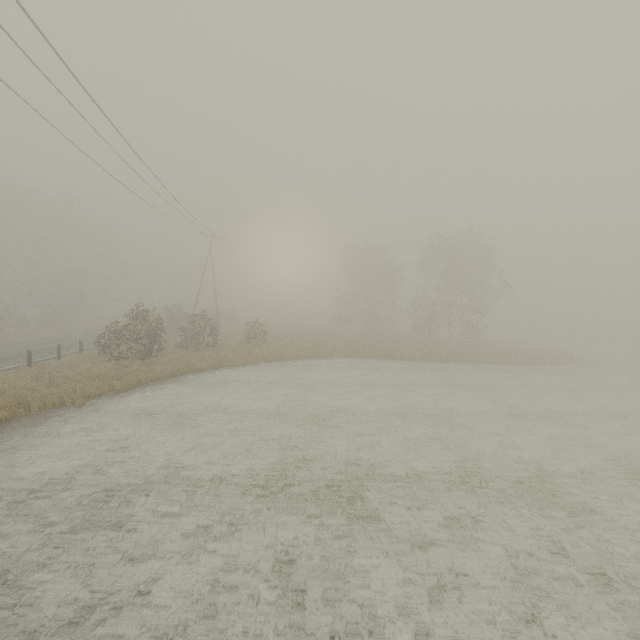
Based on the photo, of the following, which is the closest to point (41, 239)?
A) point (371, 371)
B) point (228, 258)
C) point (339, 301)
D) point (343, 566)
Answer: point (228, 258)
